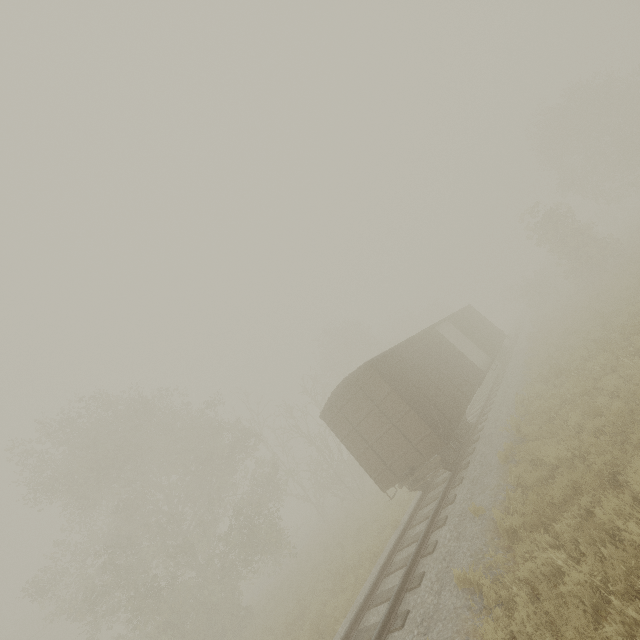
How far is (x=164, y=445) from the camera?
23.9 meters

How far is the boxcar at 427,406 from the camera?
10.9m

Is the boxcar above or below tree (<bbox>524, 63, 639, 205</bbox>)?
below

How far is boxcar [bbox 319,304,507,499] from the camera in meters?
10.9

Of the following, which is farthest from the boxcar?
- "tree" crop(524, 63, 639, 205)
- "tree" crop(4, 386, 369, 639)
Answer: "tree" crop(524, 63, 639, 205)

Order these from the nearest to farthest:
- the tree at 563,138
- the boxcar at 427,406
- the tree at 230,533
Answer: the boxcar at 427,406 < the tree at 230,533 < the tree at 563,138

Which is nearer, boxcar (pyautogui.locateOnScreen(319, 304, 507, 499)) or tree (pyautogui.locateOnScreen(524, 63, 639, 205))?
boxcar (pyautogui.locateOnScreen(319, 304, 507, 499))
